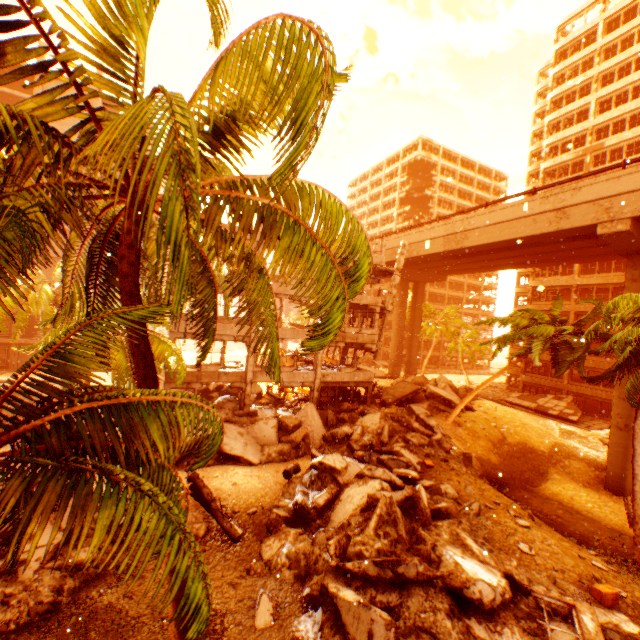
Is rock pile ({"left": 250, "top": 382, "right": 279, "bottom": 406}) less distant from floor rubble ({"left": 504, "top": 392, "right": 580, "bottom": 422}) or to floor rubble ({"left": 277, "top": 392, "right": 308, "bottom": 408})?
floor rubble ({"left": 277, "top": 392, "right": 308, "bottom": 408})

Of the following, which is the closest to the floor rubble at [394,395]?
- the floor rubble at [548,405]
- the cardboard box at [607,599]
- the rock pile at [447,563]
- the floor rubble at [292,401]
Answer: the rock pile at [447,563]

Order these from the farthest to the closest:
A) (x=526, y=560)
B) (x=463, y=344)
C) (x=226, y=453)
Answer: (x=463, y=344) → (x=226, y=453) → (x=526, y=560)

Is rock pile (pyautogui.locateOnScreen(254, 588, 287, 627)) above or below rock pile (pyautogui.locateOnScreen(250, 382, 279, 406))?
below

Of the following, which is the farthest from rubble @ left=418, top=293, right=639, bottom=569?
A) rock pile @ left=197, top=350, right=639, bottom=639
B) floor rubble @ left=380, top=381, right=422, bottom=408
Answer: floor rubble @ left=380, top=381, right=422, bottom=408

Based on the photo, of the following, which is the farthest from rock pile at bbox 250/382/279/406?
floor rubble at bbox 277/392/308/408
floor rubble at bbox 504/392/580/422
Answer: floor rubble at bbox 504/392/580/422

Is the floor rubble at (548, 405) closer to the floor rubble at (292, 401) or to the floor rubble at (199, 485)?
the floor rubble at (292, 401)

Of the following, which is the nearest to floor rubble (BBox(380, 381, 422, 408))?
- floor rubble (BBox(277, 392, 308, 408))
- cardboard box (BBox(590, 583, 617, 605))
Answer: floor rubble (BBox(277, 392, 308, 408))
